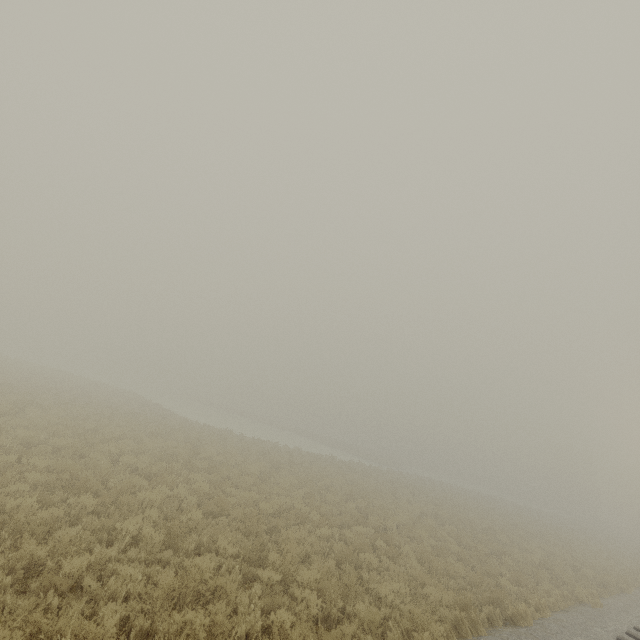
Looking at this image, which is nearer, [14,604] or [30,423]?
[14,604]
